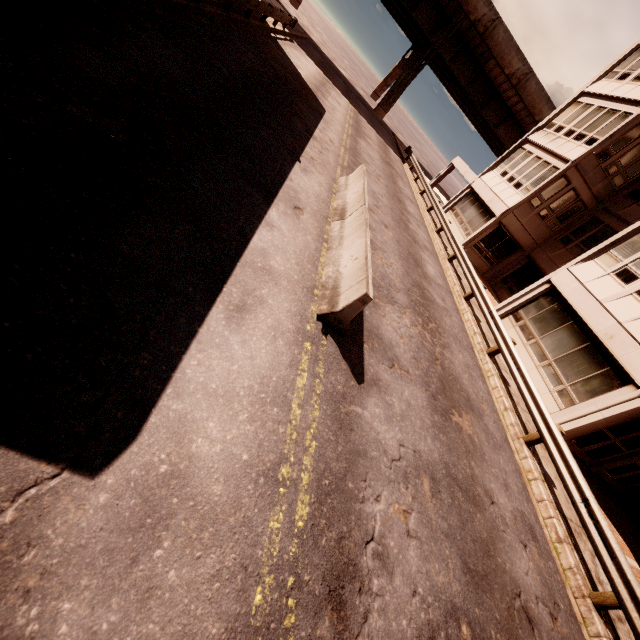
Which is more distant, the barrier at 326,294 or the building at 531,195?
the building at 531,195

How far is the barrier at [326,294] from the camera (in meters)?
5.55

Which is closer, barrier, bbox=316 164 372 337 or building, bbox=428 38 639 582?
barrier, bbox=316 164 372 337

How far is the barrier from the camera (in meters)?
5.55

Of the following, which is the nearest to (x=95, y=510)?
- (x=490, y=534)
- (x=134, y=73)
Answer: (x=490, y=534)
